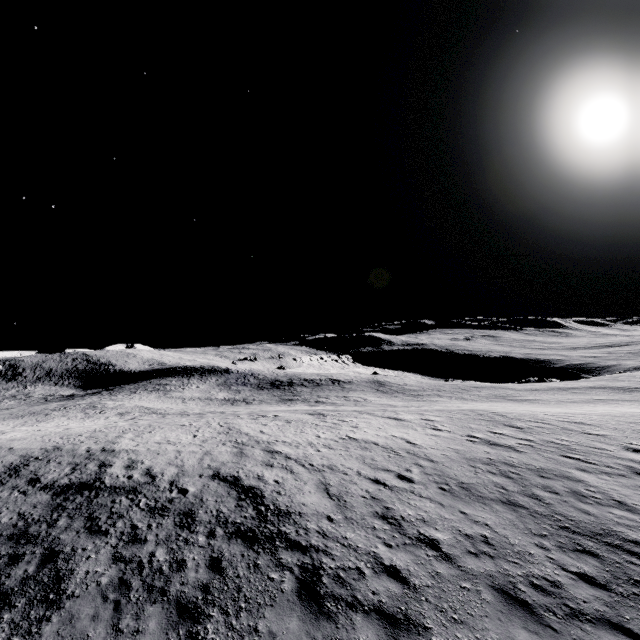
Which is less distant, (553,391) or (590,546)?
(590,546)
